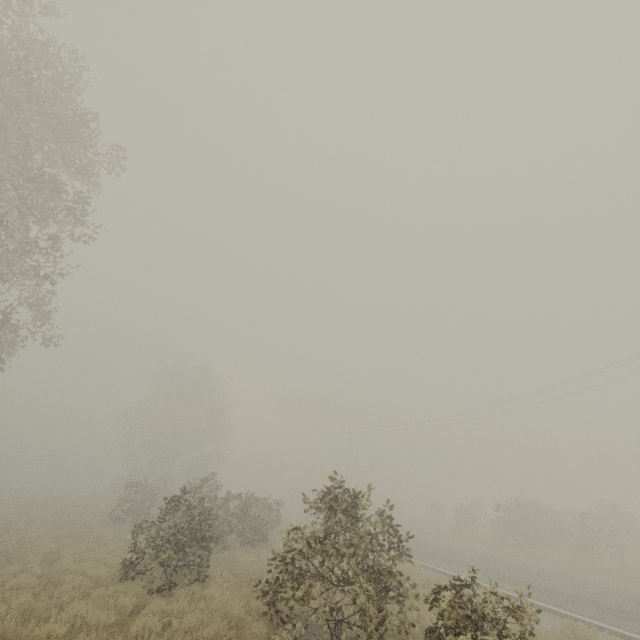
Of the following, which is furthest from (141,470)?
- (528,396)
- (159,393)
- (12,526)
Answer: (528,396)
